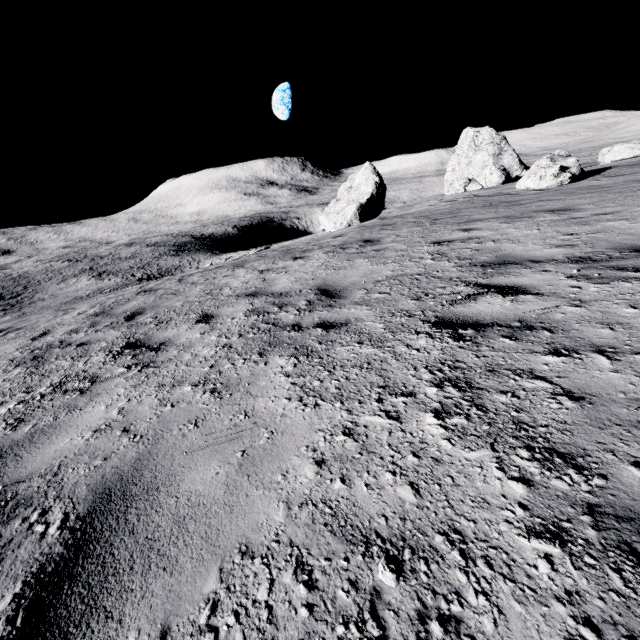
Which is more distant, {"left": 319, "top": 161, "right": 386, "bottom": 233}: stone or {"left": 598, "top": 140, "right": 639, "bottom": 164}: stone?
{"left": 319, "top": 161, "right": 386, "bottom": 233}: stone

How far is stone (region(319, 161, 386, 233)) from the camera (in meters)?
30.12

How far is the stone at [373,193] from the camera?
30.12m

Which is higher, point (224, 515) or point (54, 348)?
point (224, 515)

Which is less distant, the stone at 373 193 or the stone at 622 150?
the stone at 622 150
